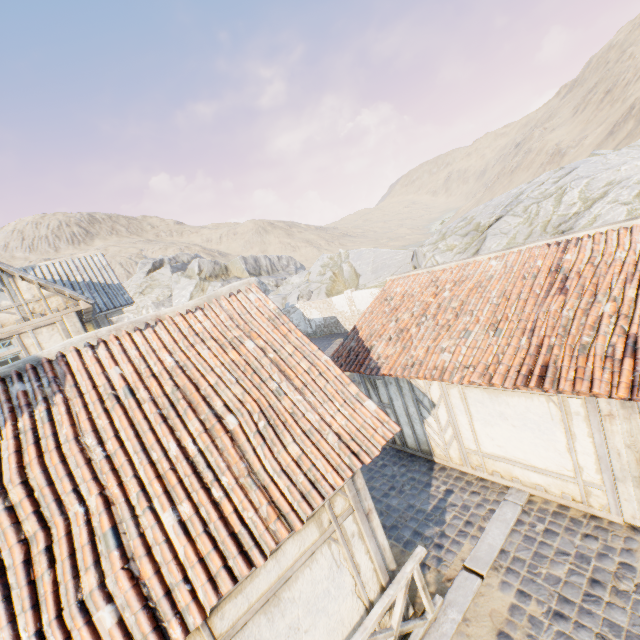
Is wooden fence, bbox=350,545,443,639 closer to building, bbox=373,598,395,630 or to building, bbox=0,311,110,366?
building, bbox=373,598,395,630

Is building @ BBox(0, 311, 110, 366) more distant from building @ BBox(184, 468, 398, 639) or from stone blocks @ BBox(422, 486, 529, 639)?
stone blocks @ BBox(422, 486, 529, 639)

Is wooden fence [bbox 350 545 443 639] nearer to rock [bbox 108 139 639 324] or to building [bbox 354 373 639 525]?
building [bbox 354 373 639 525]

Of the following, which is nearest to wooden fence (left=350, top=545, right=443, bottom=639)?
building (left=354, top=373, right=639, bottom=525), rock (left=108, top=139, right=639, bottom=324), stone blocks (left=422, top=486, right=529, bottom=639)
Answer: stone blocks (left=422, top=486, right=529, bottom=639)

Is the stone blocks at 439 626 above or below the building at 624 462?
below

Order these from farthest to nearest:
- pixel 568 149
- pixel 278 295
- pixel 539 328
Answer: pixel 568 149 < pixel 278 295 < pixel 539 328

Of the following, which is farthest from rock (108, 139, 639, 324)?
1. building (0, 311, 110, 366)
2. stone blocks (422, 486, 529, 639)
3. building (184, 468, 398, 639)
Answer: building (0, 311, 110, 366)

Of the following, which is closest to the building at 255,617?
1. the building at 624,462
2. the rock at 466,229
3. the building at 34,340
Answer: the building at 34,340
